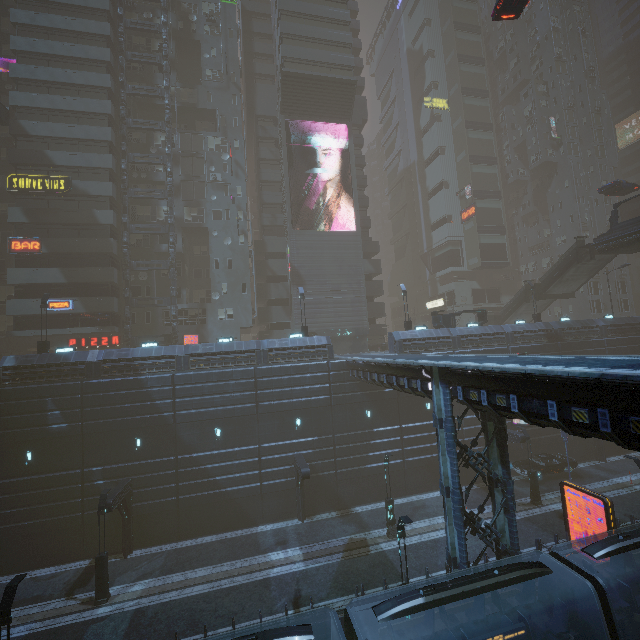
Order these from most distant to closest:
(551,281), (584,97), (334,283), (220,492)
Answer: (584,97)
(334,283)
(551,281)
(220,492)

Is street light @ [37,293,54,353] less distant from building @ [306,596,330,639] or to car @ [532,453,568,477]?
building @ [306,596,330,639]

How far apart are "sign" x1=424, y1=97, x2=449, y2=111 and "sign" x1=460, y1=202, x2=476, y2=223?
17.8 meters

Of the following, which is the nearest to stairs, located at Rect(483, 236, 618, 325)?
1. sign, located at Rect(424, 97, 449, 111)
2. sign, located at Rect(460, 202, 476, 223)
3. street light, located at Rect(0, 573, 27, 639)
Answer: sign, located at Rect(460, 202, 476, 223)

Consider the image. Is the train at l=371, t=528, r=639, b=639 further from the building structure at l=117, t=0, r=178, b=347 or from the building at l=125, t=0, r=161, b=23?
the building structure at l=117, t=0, r=178, b=347

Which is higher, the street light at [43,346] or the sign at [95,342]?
the sign at [95,342]

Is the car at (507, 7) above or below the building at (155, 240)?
above

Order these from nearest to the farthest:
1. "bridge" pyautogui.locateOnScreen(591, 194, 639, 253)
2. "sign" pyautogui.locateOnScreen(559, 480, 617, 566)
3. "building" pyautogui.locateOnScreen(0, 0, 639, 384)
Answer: "sign" pyautogui.locateOnScreen(559, 480, 617, 566), "bridge" pyautogui.locateOnScreen(591, 194, 639, 253), "building" pyautogui.locateOnScreen(0, 0, 639, 384)
